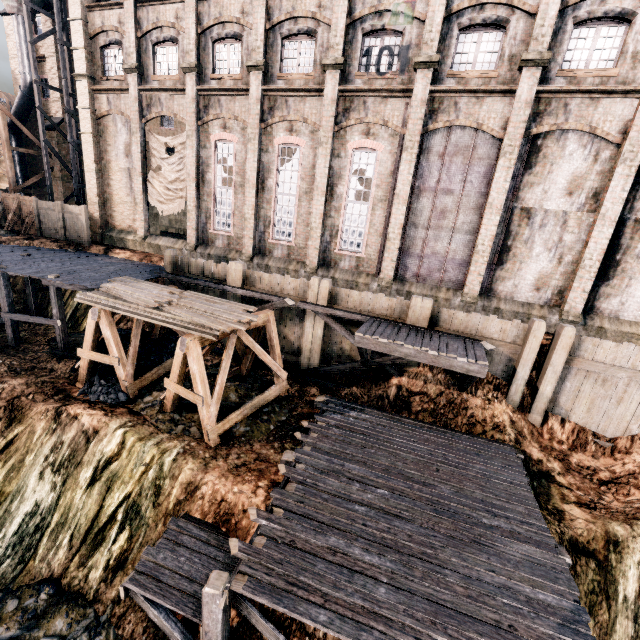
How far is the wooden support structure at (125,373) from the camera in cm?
1168

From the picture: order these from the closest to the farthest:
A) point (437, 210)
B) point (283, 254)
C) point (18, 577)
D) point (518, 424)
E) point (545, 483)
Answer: point (18, 577) → point (545, 483) → point (518, 424) → point (437, 210) → point (283, 254)

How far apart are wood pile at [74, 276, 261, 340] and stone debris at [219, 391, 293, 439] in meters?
3.5 m

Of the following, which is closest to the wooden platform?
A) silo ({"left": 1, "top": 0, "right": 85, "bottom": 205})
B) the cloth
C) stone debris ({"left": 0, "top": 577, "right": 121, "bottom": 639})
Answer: stone debris ({"left": 0, "top": 577, "right": 121, "bottom": 639})

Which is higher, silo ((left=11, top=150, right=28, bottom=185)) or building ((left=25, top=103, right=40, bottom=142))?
building ((left=25, top=103, right=40, bottom=142))

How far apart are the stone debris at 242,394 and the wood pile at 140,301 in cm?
350

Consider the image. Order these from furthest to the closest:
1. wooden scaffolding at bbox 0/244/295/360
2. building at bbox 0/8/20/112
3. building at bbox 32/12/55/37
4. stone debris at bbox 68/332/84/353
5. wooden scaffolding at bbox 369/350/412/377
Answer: building at bbox 0/8/20/112, building at bbox 32/12/55/37, stone debris at bbox 68/332/84/353, wooden scaffolding at bbox 0/244/295/360, wooden scaffolding at bbox 369/350/412/377

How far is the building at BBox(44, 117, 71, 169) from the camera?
28.0 meters
